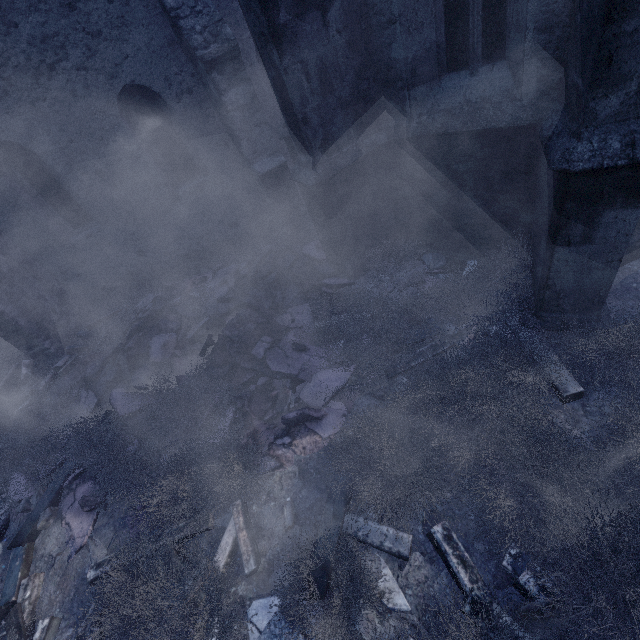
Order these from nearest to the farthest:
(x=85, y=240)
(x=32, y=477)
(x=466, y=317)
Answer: (x=466, y=317), (x=32, y=477), (x=85, y=240)

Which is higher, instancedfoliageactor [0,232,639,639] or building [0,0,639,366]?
building [0,0,639,366]

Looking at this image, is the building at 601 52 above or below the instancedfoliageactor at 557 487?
above
